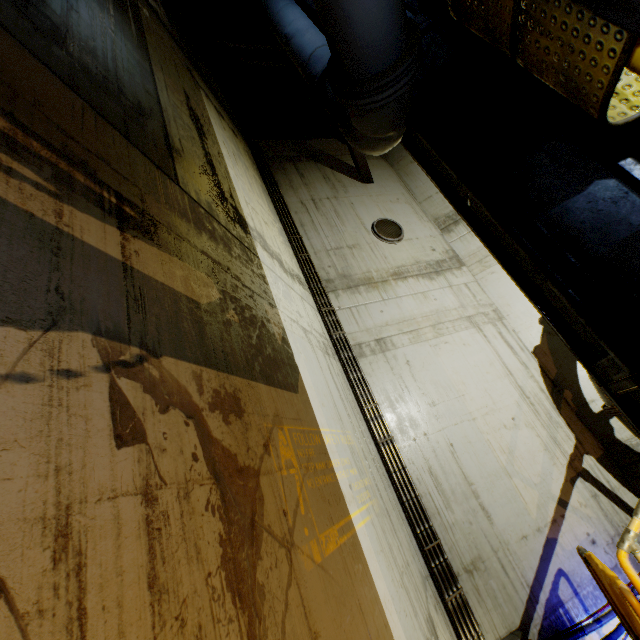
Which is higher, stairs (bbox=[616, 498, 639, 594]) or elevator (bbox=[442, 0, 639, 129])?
elevator (bbox=[442, 0, 639, 129])

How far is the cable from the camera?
7.7m

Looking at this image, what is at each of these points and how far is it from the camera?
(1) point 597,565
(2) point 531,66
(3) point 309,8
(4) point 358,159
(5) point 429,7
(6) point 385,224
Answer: (1) cloth, 3.6m
(2) elevator, 1.7m
(3) beam, 3.6m
(4) beam, 8.1m
(5) elevator, 2.1m
(6) cable, 8.0m

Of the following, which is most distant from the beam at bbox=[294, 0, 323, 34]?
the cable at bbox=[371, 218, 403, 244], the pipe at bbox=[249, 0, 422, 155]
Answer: the cable at bbox=[371, 218, 403, 244]

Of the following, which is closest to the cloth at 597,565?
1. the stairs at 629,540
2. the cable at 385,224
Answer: the stairs at 629,540

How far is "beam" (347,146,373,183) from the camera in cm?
796

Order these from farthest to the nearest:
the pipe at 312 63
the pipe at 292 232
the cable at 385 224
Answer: the cable at 385 224, the pipe at 292 232, the pipe at 312 63

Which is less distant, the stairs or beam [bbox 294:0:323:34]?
the stairs
